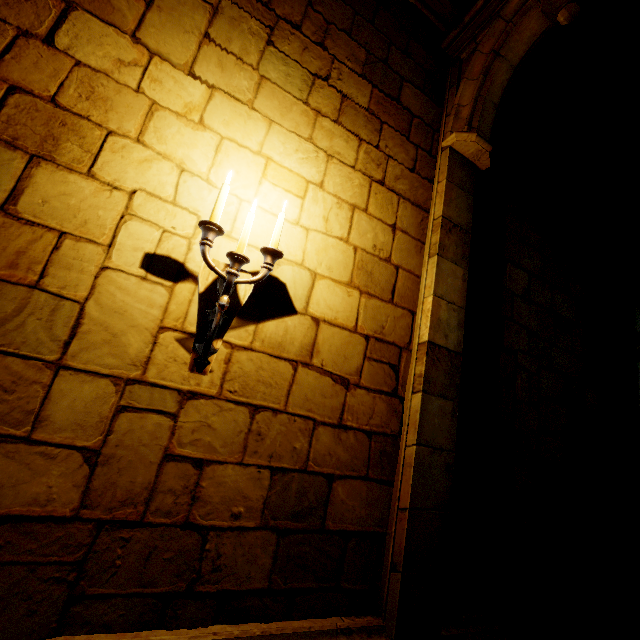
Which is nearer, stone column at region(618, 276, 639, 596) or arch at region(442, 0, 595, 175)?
arch at region(442, 0, 595, 175)

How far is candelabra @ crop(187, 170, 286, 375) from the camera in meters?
1.6 m

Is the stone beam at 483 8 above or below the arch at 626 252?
above

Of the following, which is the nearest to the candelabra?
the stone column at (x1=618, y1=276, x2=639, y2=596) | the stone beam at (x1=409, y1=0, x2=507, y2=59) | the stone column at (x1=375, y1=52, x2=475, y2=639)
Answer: the stone column at (x1=375, y1=52, x2=475, y2=639)

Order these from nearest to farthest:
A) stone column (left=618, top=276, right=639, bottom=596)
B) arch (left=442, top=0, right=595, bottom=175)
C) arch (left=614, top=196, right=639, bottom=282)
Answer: arch (left=442, top=0, right=595, bottom=175), stone column (left=618, top=276, right=639, bottom=596), arch (left=614, top=196, right=639, bottom=282)

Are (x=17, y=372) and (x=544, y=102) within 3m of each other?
no

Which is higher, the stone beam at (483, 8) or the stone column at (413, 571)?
the stone beam at (483, 8)

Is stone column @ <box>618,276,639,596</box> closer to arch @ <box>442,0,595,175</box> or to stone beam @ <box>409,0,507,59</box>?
stone beam @ <box>409,0,507,59</box>
